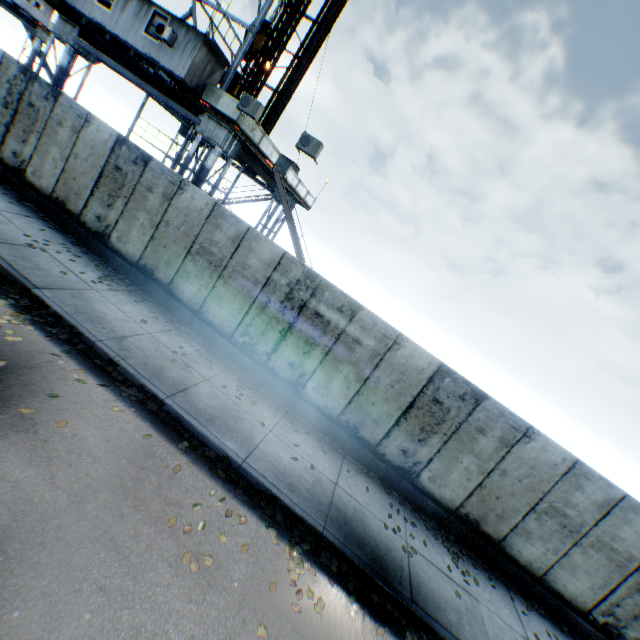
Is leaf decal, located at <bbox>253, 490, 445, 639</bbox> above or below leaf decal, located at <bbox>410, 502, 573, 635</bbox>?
below

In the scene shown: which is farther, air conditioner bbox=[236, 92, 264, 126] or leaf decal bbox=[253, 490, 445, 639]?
air conditioner bbox=[236, 92, 264, 126]

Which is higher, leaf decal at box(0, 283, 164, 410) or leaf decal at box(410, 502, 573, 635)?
leaf decal at box(410, 502, 573, 635)

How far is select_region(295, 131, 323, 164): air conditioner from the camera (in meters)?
11.26

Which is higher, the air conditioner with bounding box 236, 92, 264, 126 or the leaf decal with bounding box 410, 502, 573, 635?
the air conditioner with bounding box 236, 92, 264, 126

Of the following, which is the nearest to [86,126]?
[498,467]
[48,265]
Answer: [48,265]

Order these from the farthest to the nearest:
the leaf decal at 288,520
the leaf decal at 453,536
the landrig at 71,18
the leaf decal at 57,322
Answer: the landrig at 71,18
the leaf decal at 453,536
the leaf decal at 57,322
the leaf decal at 288,520

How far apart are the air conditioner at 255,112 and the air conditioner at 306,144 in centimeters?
183cm
